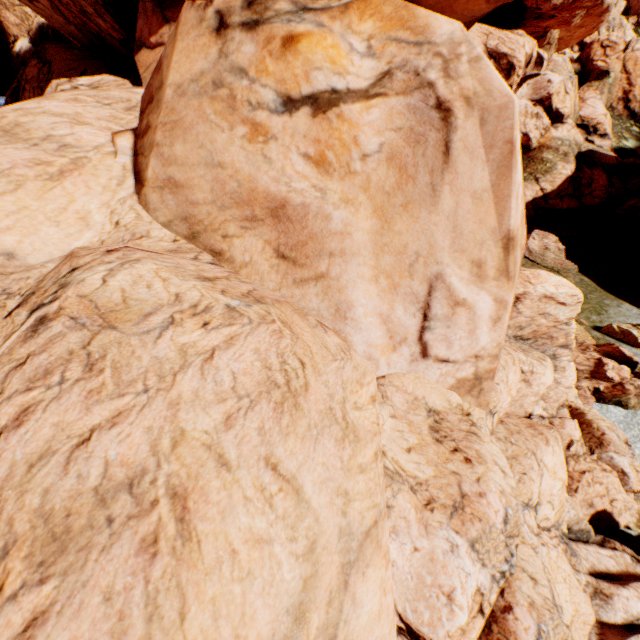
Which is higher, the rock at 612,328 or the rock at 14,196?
the rock at 14,196

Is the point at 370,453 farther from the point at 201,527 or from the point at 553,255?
the point at 553,255

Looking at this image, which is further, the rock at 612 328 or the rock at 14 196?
the rock at 612 328

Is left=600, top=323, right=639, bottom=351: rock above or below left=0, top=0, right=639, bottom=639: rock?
below

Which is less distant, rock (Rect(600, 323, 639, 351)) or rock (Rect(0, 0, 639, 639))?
rock (Rect(0, 0, 639, 639))
